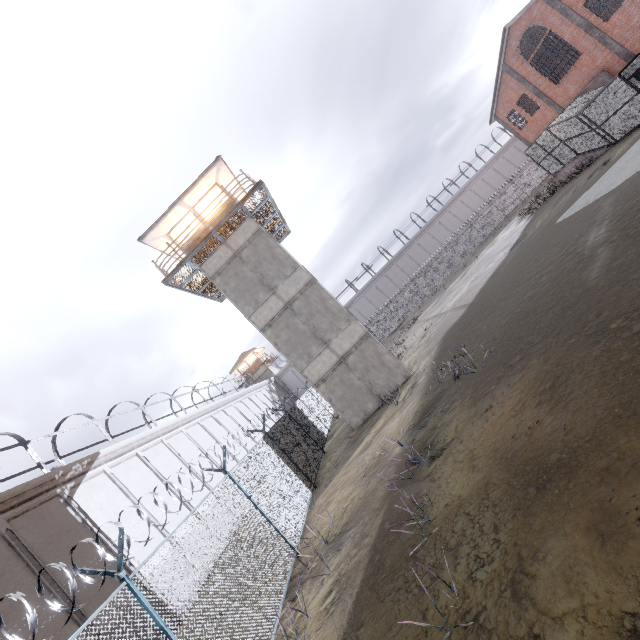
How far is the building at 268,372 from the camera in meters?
53.4

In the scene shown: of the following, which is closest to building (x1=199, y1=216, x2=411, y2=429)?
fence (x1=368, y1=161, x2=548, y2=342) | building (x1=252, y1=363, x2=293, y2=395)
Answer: fence (x1=368, y1=161, x2=548, y2=342)

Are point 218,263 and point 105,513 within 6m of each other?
no

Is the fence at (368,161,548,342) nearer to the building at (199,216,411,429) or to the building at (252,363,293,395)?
the building at (199,216,411,429)

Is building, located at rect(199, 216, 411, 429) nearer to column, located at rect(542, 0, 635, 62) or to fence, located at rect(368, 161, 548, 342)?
fence, located at rect(368, 161, 548, 342)

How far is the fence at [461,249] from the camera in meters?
43.5 m

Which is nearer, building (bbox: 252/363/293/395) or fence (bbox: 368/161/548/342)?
fence (bbox: 368/161/548/342)
